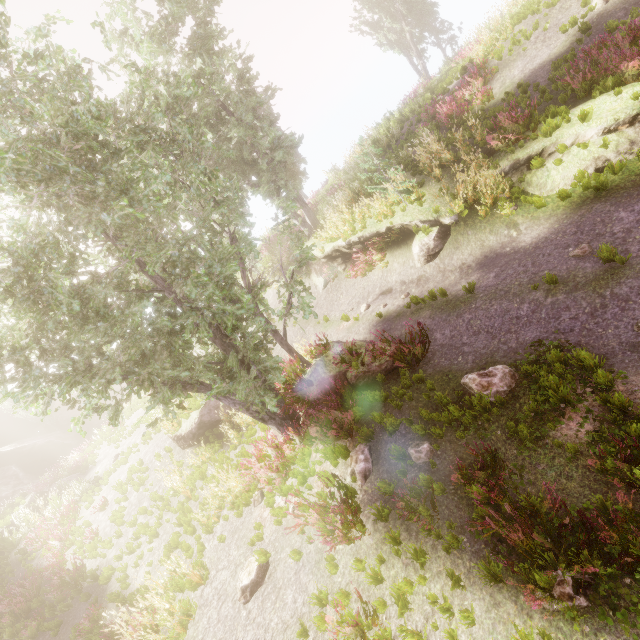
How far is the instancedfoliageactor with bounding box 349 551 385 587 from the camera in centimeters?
550cm

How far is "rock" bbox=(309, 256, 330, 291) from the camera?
17.72m

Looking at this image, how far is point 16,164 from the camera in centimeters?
553cm

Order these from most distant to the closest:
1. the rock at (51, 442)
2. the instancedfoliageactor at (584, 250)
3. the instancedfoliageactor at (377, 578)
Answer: the rock at (51, 442) < the instancedfoliageactor at (584, 250) < the instancedfoliageactor at (377, 578)

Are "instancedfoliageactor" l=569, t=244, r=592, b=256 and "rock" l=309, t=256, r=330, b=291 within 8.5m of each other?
no

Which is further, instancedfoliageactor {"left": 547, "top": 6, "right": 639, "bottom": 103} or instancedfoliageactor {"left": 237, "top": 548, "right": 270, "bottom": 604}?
instancedfoliageactor {"left": 547, "top": 6, "right": 639, "bottom": 103}

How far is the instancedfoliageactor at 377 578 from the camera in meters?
5.5 m

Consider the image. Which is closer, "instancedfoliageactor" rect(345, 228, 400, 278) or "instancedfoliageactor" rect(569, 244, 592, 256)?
"instancedfoliageactor" rect(569, 244, 592, 256)
